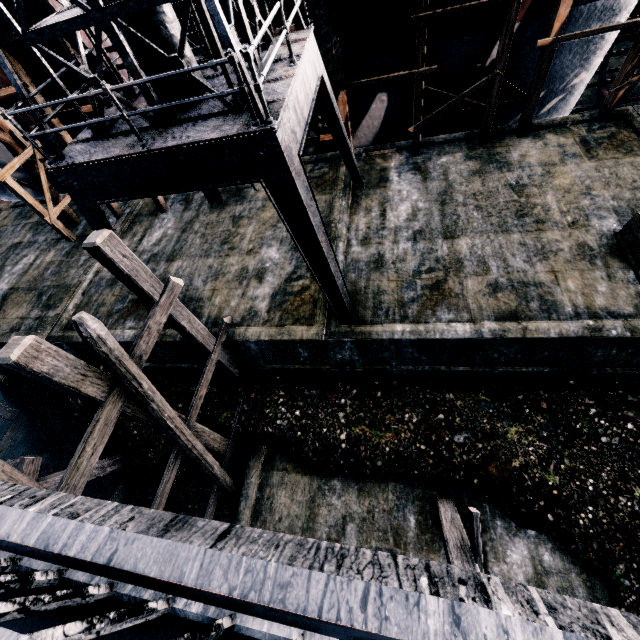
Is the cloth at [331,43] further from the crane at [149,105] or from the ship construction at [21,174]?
the crane at [149,105]

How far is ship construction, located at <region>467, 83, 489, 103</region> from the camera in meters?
14.2

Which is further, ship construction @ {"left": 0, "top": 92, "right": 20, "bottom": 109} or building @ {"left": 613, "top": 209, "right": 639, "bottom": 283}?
ship construction @ {"left": 0, "top": 92, "right": 20, "bottom": 109}

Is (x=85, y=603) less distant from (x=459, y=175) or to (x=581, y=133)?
(x=459, y=175)

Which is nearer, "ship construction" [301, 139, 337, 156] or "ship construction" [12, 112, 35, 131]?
"ship construction" [12, 112, 35, 131]

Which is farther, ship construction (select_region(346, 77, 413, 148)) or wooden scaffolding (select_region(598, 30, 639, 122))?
ship construction (select_region(346, 77, 413, 148))

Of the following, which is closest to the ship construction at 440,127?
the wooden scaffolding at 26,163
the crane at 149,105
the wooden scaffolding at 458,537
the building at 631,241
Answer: the wooden scaffolding at 26,163
